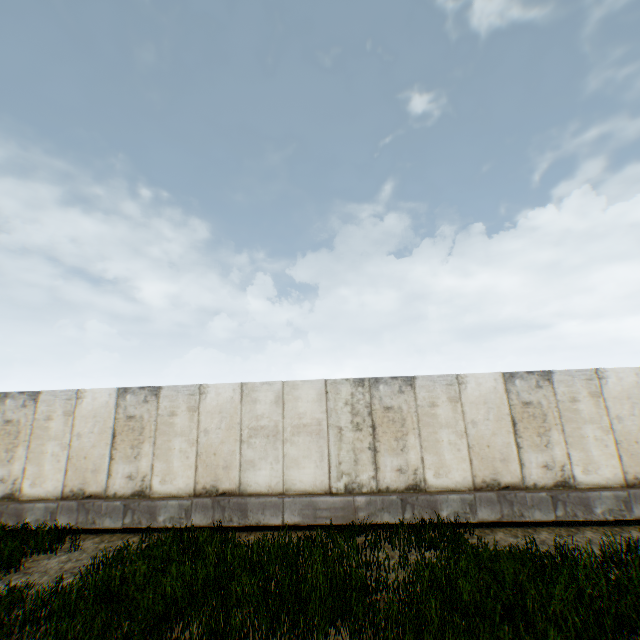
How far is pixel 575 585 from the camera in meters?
5.0
